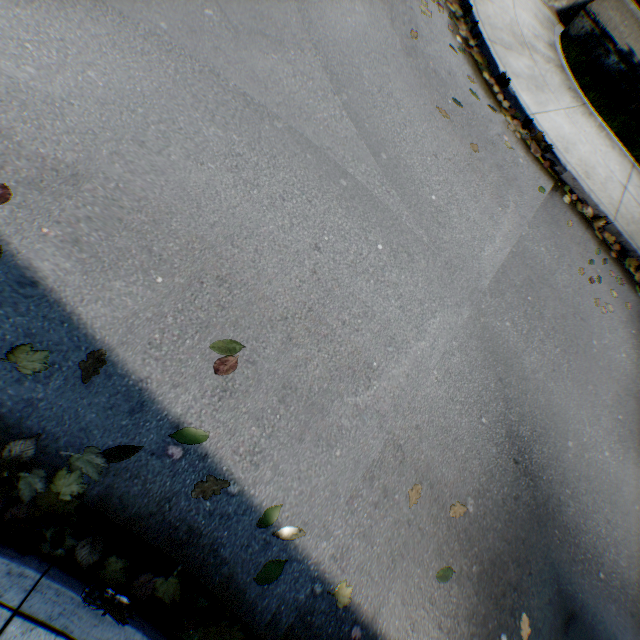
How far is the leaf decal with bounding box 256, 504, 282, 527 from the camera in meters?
2.1 m

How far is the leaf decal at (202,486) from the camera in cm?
199

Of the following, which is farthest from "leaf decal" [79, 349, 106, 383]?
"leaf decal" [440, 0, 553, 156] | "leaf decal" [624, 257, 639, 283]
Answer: "leaf decal" [440, 0, 553, 156]

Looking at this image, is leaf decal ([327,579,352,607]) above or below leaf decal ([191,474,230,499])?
below

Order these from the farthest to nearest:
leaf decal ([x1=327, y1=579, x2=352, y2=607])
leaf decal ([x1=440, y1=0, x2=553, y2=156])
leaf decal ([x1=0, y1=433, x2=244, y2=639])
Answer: leaf decal ([x1=440, y1=0, x2=553, y2=156]) → leaf decal ([x1=327, y1=579, x2=352, y2=607]) → leaf decal ([x1=0, y1=433, x2=244, y2=639])

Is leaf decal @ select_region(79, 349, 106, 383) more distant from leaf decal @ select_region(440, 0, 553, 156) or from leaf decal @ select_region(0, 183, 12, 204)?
leaf decal @ select_region(440, 0, 553, 156)

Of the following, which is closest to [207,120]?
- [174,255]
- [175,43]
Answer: [175,43]

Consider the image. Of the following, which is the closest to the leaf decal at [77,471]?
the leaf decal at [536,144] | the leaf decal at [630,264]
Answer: the leaf decal at [630,264]
